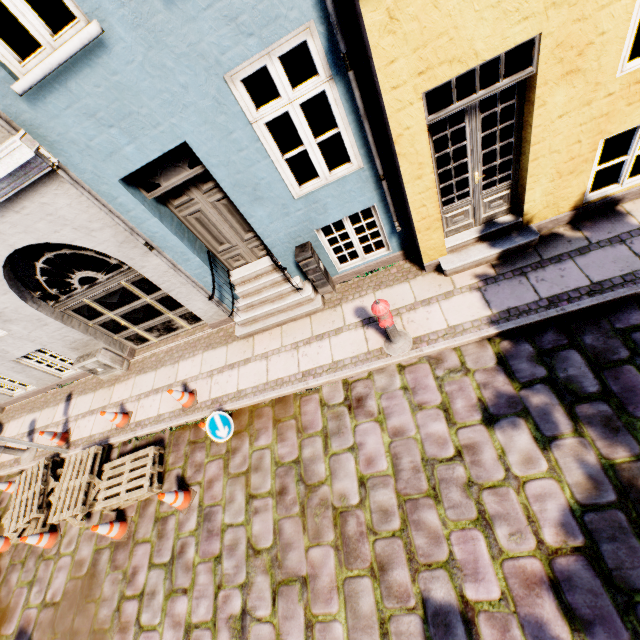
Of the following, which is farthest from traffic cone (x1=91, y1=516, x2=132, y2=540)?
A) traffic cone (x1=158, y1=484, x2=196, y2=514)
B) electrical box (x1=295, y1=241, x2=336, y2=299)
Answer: electrical box (x1=295, y1=241, x2=336, y2=299)

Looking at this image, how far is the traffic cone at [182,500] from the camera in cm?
519

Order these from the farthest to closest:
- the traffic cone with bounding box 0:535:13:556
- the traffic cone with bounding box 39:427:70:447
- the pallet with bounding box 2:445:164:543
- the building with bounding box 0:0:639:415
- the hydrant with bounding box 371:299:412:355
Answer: the traffic cone with bounding box 39:427:70:447, the traffic cone with bounding box 0:535:13:556, the pallet with bounding box 2:445:164:543, the hydrant with bounding box 371:299:412:355, the building with bounding box 0:0:639:415

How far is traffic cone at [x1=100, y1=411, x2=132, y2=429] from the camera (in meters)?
6.70

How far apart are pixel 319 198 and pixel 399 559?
5.0m

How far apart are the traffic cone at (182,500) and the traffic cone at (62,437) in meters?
3.8

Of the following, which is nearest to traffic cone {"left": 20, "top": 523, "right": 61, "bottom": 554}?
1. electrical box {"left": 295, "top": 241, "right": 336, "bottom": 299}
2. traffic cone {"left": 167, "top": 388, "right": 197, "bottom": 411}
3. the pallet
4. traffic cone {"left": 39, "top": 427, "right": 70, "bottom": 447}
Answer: the pallet

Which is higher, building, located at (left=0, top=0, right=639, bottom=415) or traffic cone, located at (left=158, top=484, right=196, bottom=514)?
building, located at (left=0, top=0, right=639, bottom=415)
